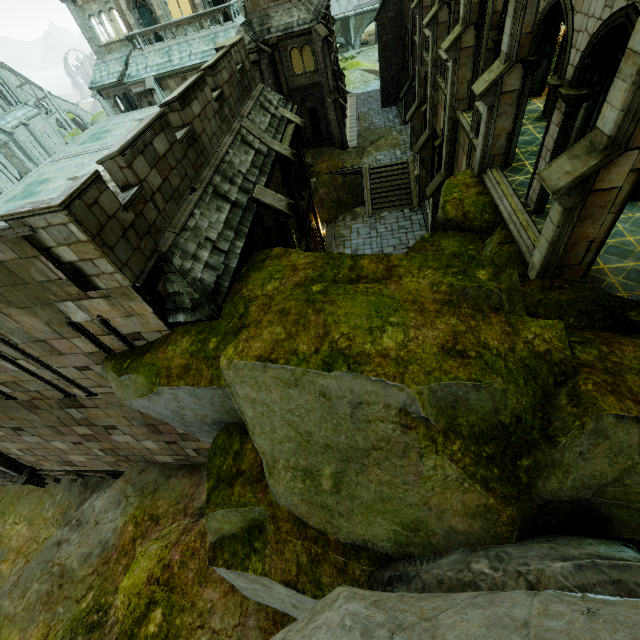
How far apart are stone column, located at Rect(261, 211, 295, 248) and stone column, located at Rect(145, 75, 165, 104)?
23.1 meters

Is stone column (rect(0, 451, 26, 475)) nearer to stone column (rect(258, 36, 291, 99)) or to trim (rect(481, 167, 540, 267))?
trim (rect(481, 167, 540, 267))

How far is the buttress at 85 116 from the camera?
54.39m

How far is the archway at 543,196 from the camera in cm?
923

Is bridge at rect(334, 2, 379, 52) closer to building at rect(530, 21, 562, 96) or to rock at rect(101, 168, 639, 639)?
building at rect(530, 21, 562, 96)

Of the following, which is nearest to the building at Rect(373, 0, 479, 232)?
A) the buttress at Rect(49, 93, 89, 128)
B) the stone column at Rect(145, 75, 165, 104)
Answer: the stone column at Rect(145, 75, 165, 104)

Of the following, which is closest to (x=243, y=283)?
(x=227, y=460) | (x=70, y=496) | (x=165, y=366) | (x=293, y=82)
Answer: (x=165, y=366)

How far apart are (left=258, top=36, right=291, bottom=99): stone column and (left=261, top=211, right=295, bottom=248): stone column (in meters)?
21.02
